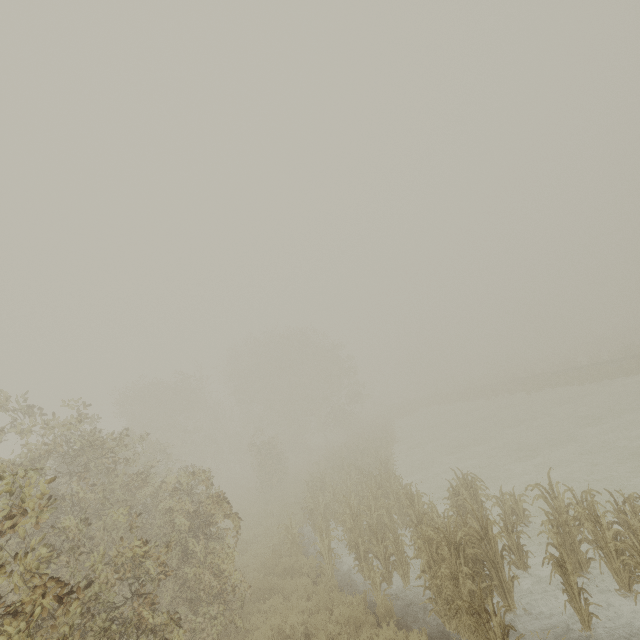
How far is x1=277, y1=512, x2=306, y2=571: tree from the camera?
10.63m

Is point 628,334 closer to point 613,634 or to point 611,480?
point 611,480

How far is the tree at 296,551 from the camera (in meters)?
10.63
